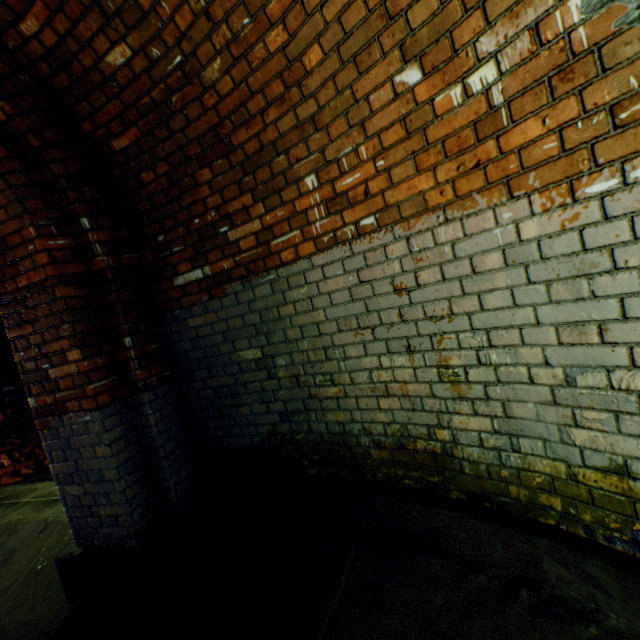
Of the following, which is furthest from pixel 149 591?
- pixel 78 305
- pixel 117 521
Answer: pixel 78 305

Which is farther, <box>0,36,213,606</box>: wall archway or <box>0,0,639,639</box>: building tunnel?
<box>0,36,213,606</box>: wall archway

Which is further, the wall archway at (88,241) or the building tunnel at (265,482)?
the wall archway at (88,241)

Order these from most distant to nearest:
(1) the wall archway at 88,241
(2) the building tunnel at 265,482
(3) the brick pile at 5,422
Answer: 1. (3) the brick pile at 5,422
2. (1) the wall archway at 88,241
3. (2) the building tunnel at 265,482

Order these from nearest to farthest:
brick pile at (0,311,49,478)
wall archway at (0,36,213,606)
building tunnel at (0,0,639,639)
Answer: building tunnel at (0,0,639,639)
wall archway at (0,36,213,606)
brick pile at (0,311,49,478)

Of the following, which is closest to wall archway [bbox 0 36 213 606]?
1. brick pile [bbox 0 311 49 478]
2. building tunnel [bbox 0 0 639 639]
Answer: building tunnel [bbox 0 0 639 639]

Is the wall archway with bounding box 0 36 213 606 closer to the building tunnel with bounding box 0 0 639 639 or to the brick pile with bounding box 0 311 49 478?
the building tunnel with bounding box 0 0 639 639
